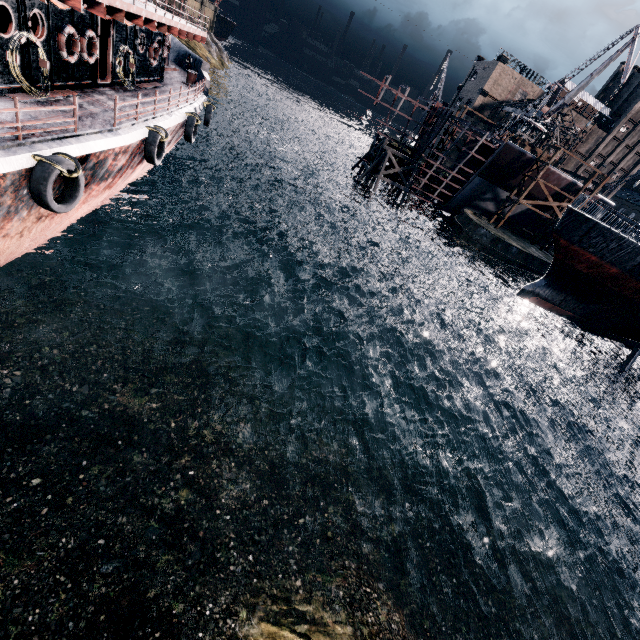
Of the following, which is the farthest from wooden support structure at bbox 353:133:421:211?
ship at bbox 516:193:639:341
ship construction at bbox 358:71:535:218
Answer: ship at bbox 516:193:639:341

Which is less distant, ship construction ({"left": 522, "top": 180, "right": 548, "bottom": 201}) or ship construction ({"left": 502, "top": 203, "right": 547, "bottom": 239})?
ship construction ({"left": 522, "top": 180, "right": 548, "bottom": 201})

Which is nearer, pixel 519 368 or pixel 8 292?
pixel 8 292

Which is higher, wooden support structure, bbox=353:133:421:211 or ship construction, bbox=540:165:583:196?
ship construction, bbox=540:165:583:196

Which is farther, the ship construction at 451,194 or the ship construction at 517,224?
the ship construction at 517,224

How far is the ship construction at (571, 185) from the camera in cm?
4278

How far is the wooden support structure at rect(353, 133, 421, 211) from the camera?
43.7 meters
